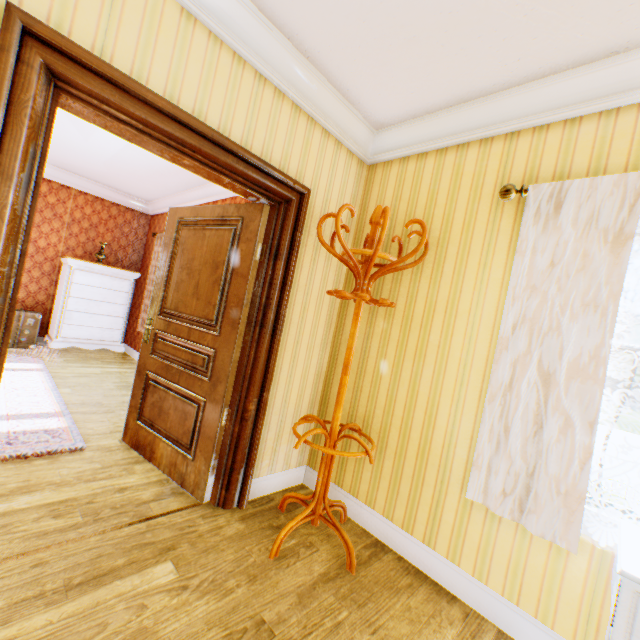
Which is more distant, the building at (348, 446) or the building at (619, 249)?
the building at (348, 446)

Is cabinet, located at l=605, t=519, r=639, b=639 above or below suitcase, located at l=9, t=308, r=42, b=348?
above

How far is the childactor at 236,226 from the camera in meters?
Result: 2.4

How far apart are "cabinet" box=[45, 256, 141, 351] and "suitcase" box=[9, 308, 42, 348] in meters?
0.2

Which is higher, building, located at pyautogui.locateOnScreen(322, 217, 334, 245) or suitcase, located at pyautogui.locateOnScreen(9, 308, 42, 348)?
building, located at pyautogui.locateOnScreen(322, 217, 334, 245)

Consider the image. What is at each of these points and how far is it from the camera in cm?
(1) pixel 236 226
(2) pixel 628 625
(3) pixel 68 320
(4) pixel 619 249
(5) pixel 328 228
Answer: (1) childactor, 249
(2) cabinet, 106
(3) cabinet, 553
(4) building, 159
(5) building, 270

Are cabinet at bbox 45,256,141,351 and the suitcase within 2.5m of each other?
yes

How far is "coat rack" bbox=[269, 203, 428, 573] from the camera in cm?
198
